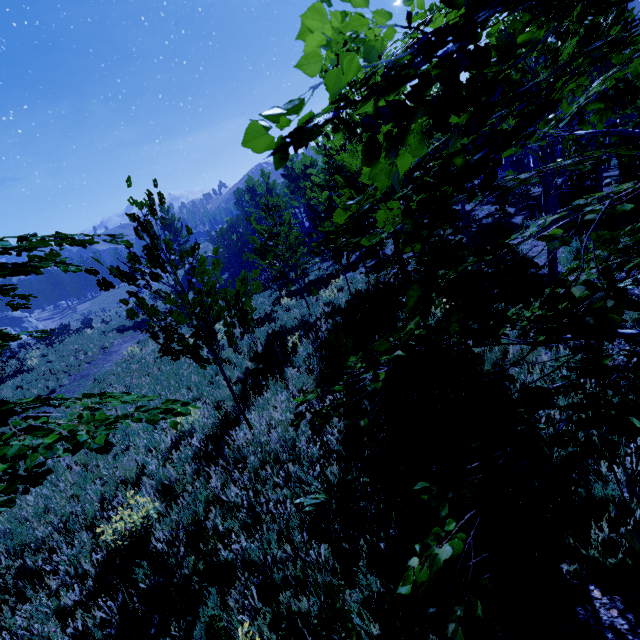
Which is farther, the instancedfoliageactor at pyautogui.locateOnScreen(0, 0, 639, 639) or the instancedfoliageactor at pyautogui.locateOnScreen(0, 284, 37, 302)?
the instancedfoliageactor at pyautogui.locateOnScreen(0, 284, 37, 302)

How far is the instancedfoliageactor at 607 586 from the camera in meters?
0.9 m

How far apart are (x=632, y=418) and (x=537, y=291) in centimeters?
403cm

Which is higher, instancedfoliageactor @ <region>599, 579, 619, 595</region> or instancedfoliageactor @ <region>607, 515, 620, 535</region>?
instancedfoliageactor @ <region>607, 515, 620, 535</region>

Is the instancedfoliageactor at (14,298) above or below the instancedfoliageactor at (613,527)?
above
